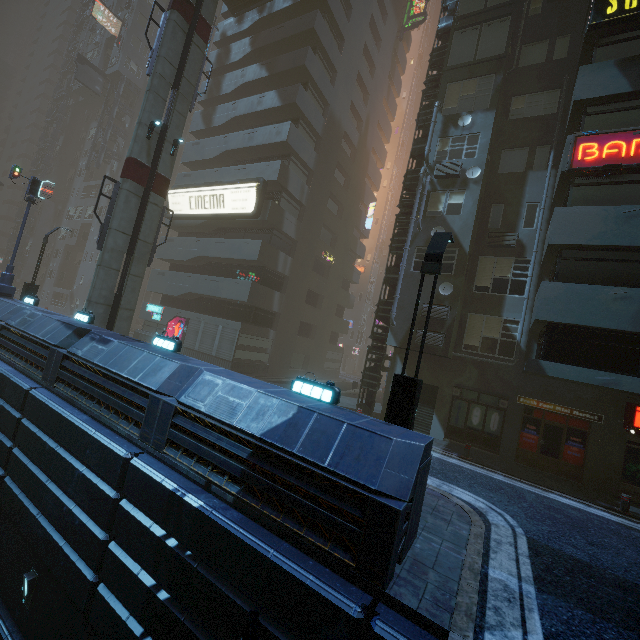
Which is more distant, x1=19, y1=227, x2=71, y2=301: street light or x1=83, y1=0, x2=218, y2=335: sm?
x1=19, y1=227, x2=71, y2=301: street light

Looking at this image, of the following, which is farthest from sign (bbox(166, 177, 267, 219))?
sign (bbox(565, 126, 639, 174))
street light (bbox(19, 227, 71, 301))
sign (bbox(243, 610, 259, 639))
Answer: sign (bbox(243, 610, 259, 639))

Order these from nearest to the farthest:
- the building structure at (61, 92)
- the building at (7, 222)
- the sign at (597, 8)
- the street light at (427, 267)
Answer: the street light at (427, 267)
the sign at (597, 8)
the building structure at (61, 92)
the building at (7, 222)

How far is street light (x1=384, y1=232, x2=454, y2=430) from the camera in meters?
7.3 m

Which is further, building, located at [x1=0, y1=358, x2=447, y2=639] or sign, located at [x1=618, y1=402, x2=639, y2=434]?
sign, located at [x1=618, y1=402, x2=639, y2=434]

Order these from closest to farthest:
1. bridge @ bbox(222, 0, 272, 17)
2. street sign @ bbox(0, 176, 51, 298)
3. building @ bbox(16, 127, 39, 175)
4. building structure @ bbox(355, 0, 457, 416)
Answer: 1. street sign @ bbox(0, 176, 51, 298)
2. building structure @ bbox(355, 0, 457, 416)
3. bridge @ bbox(222, 0, 272, 17)
4. building @ bbox(16, 127, 39, 175)

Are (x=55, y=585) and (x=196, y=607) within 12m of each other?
yes

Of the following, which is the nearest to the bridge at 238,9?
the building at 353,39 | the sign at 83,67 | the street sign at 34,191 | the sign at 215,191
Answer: the building at 353,39
